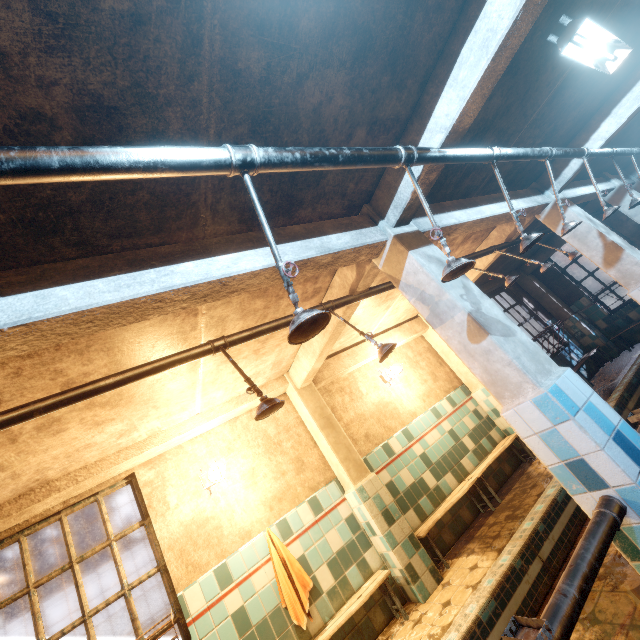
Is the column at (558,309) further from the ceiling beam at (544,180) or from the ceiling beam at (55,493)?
the ceiling beam at (55,493)

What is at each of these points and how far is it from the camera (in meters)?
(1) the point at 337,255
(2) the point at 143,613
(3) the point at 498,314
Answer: (1) ceiling beam, 2.15
(2) fence, 33.28
(3) column, 2.14

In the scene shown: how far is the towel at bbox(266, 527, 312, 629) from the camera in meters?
3.2 m

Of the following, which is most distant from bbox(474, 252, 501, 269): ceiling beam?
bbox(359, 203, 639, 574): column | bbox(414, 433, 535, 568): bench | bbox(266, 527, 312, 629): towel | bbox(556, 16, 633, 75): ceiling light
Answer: bbox(414, 433, 535, 568): bench

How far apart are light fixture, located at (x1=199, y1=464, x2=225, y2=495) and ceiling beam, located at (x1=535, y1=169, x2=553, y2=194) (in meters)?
5.33

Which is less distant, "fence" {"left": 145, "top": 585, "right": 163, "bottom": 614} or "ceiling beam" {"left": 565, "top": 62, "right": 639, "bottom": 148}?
"ceiling beam" {"left": 565, "top": 62, "right": 639, "bottom": 148}

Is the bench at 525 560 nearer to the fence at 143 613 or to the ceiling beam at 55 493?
the ceiling beam at 55 493

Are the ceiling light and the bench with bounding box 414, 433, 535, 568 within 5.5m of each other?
yes
